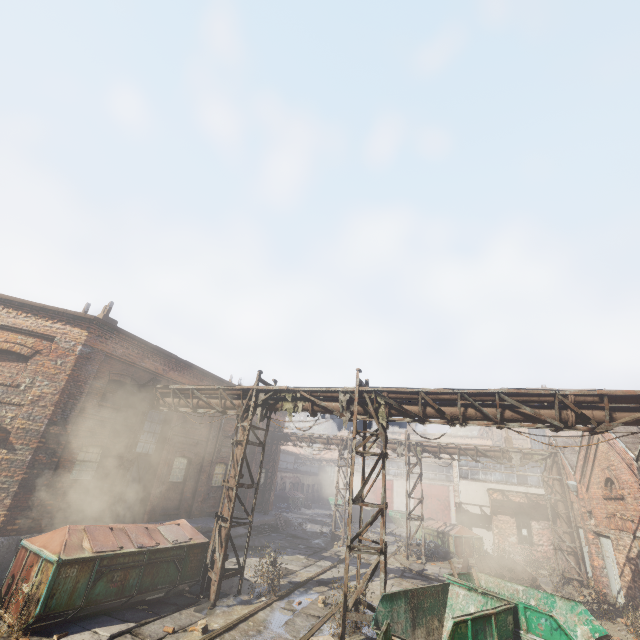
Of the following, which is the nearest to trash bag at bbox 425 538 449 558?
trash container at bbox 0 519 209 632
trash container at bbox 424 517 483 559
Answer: Answer: trash container at bbox 424 517 483 559

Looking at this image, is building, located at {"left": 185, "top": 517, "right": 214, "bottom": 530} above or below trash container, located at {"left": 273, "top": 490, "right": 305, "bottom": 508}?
below

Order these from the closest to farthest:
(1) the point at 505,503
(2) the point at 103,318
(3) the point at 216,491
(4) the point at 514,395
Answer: (4) the point at 514,395
(2) the point at 103,318
(3) the point at 216,491
(1) the point at 505,503

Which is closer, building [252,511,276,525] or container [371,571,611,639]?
container [371,571,611,639]

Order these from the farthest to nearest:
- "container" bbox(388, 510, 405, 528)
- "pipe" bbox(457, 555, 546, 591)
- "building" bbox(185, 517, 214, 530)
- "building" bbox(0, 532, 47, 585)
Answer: "container" bbox(388, 510, 405, 528), "building" bbox(185, 517, 214, 530), "pipe" bbox(457, 555, 546, 591), "building" bbox(0, 532, 47, 585)

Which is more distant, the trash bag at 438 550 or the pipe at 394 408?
the trash bag at 438 550

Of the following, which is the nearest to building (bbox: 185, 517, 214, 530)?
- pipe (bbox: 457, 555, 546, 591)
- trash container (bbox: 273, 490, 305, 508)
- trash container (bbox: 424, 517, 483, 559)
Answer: trash container (bbox: 273, 490, 305, 508)

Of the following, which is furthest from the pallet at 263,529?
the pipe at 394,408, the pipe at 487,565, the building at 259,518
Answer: the pipe at 487,565
